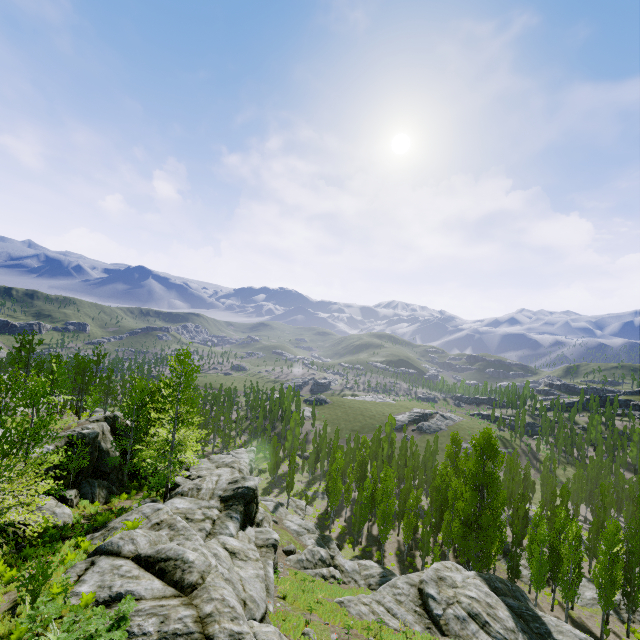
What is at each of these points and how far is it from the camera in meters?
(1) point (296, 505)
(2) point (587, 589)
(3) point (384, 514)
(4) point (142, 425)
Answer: (1) rock, 52.7 m
(2) rock, 34.3 m
(3) instancedfoliageactor, 37.9 m
(4) instancedfoliageactor, 27.0 m

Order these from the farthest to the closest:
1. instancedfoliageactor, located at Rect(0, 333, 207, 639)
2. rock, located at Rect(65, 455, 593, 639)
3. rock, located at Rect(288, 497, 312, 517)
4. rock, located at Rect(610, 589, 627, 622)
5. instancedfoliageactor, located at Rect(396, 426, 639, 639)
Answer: rock, located at Rect(288, 497, 312, 517) → rock, located at Rect(610, 589, 627, 622) → instancedfoliageactor, located at Rect(396, 426, 639, 639) → rock, located at Rect(65, 455, 593, 639) → instancedfoliageactor, located at Rect(0, 333, 207, 639)

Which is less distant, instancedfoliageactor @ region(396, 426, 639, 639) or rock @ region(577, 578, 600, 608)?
instancedfoliageactor @ region(396, 426, 639, 639)

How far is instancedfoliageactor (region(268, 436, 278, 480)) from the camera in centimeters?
5838cm

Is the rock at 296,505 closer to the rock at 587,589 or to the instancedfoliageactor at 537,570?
the instancedfoliageactor at 537,570

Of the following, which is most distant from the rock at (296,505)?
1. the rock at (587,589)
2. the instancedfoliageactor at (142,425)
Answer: the rock at (587,589)

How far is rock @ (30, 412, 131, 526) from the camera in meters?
18.2 m

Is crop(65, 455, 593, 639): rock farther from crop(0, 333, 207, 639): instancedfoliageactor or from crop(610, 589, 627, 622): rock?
crop(610, 589, 627, 622): rock
